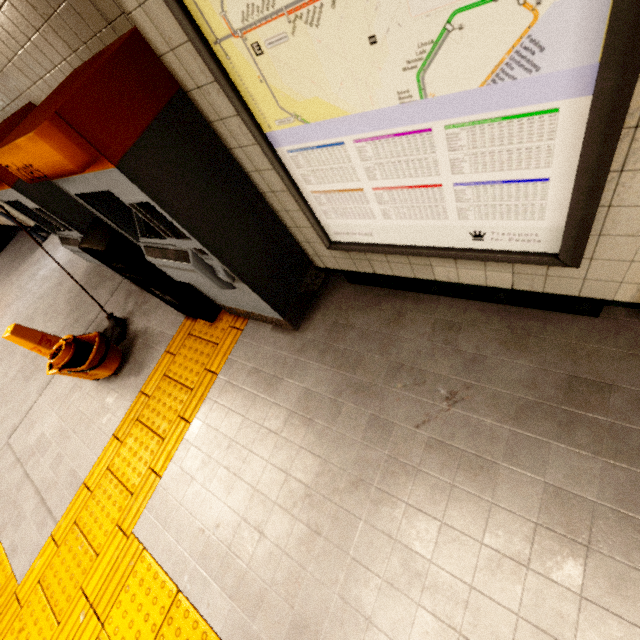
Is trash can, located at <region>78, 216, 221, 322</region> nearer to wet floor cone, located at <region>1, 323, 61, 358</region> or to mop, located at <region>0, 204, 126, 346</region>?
mop, located at <region>0, 204, 126, 346</region>

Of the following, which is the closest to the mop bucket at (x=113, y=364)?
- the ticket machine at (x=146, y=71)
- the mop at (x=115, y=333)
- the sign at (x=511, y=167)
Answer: the mop at (x=115, y=333)

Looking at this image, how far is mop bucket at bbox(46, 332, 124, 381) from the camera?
3.19m

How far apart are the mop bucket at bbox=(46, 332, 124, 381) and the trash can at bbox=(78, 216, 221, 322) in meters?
0.7

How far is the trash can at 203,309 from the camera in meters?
2.4

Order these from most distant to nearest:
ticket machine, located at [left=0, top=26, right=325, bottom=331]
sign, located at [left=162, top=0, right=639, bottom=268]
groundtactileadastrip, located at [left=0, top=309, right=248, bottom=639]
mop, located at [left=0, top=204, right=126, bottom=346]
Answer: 1. mop, located at [left=0, top=204, right=126, bottom=346]
2. groundtactileadastrip, located at [left=0, top=309, right=248, bottom=639]
3. ticket machine, located at [left=0, top=26, right=325, bottom=331]
4. sign, located at [left=162, top=0, right=639, bottom=268]

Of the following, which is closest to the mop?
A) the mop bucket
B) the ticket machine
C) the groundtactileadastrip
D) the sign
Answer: the mop bucket

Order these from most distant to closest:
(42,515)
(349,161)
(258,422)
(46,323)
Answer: (46,323) < (42,515) < (258,422) < (349,161)
